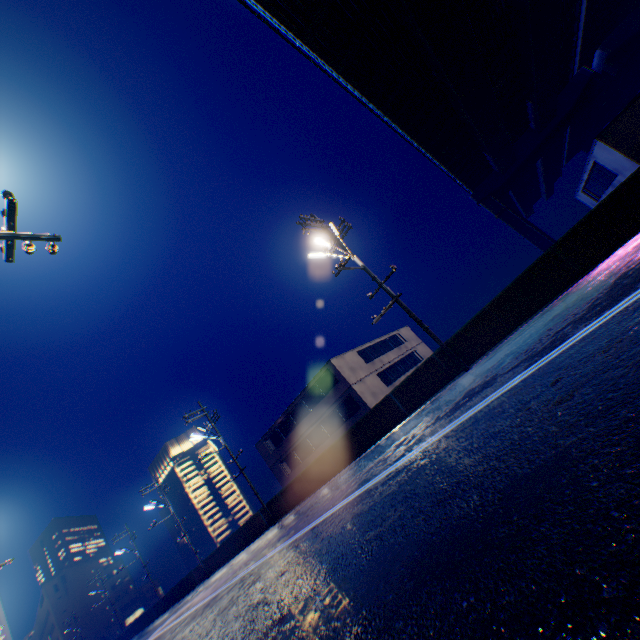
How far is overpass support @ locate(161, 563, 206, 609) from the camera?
28.1 meters

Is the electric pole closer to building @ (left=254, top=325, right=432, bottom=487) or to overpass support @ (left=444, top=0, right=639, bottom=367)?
overpass support @ (left=444, top=0, right=639, bottom=367)

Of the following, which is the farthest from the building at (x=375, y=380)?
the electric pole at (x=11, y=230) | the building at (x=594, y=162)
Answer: the electric pole at (x=11, y=230)

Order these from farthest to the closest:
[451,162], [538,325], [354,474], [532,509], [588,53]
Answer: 1. [588,53]
2. [451,162]
3. [354,474]
4. [538,325]
5. [532,509]

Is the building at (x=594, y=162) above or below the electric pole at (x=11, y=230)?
below

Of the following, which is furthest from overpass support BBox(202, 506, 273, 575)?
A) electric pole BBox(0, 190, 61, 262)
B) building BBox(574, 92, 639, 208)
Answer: building BBox(574, 92, 639, 208)

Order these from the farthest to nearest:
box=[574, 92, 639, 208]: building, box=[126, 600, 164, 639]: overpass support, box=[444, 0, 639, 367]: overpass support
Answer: box=[126, 600, 164, 639]: overpass support → box=[574, 92, 639, 208]: building → box=[444, 0, 639, 367]: overpass support

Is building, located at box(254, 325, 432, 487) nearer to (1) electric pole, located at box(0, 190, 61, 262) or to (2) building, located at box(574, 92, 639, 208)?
(2) building, located at box(574, 92, 639, 208)
